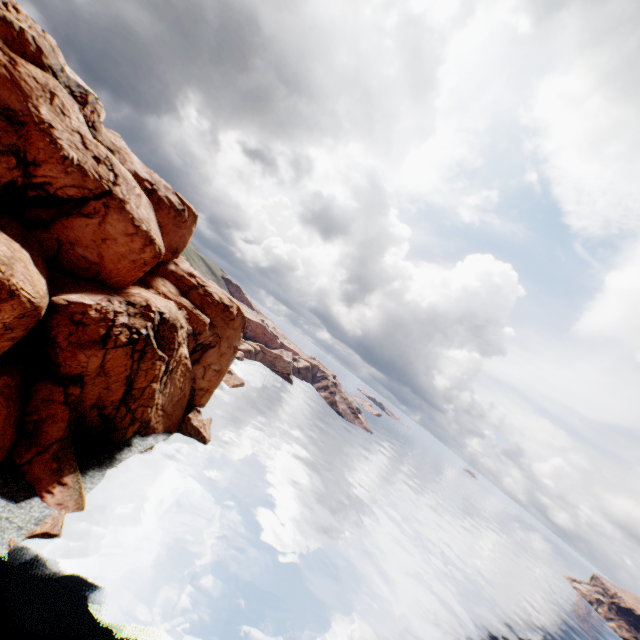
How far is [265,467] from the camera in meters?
56.3
